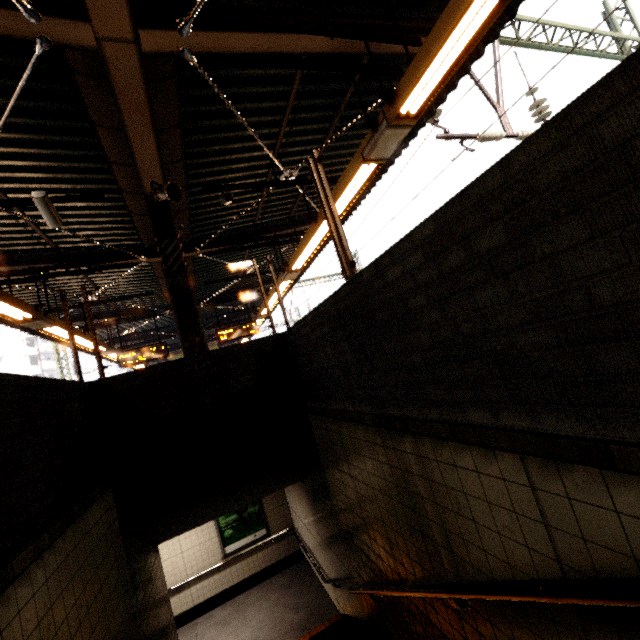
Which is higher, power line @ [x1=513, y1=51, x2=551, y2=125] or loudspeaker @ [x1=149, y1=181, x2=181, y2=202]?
power line @ [x1=513, y1=51, x2=551, y2=125]

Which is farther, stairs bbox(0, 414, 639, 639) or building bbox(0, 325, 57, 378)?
building bbox(0, 325, 57, 378)

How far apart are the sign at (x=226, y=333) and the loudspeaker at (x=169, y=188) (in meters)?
7.35

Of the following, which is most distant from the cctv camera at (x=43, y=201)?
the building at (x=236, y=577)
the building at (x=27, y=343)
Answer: the building at (x=27, y=343)

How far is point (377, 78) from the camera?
3.5 meters

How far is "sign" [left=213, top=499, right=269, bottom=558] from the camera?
8.53m

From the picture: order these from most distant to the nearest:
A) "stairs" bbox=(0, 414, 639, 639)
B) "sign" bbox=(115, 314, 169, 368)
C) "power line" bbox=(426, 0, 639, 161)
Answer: "sign" bbox=(115, 314, 169, 368) < "power line" bbox=(426, 0, 639, 161) < "stairs" bbox=(0, 414, 639, 639)

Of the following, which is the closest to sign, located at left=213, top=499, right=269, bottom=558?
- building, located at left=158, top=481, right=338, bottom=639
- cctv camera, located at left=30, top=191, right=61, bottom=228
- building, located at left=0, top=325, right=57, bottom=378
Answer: building, located at left=158, top=481, right=338, bottom=639
